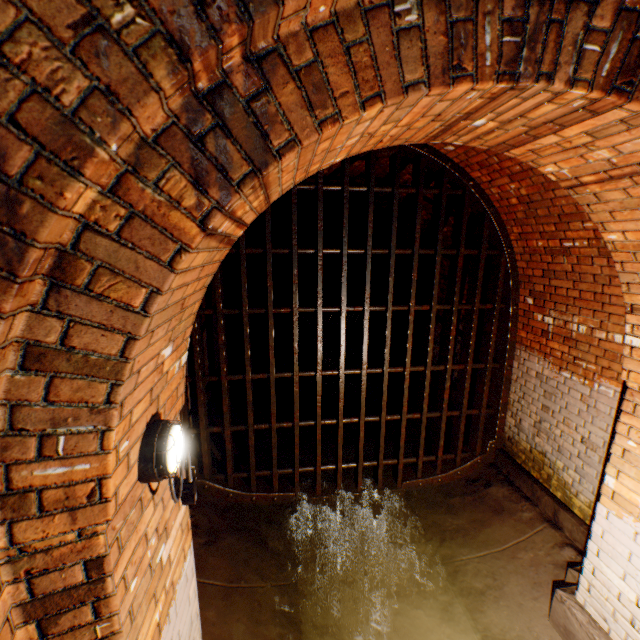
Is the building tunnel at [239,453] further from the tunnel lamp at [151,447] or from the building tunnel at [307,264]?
the building tunnel at [307,264]

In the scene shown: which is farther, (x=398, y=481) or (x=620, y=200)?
(x=398, y=481)

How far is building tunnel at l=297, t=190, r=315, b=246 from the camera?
7.4m

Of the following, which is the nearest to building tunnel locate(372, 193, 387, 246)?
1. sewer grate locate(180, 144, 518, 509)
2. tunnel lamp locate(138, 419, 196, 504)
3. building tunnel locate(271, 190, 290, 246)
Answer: sewer grate locate(180, 144, 518, 509)

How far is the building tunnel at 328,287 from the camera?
16.05m

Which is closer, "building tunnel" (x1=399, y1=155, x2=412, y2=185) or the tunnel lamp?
the tunnel lamp

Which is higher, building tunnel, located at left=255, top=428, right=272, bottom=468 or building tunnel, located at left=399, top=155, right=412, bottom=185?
building tunnel, located at left=399, top=155, right=412, bottom=185

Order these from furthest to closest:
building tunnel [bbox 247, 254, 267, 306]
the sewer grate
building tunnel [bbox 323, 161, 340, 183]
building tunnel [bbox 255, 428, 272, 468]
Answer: building tunnel [bbox 247, 254, 267, 306] < building tunnel [bbox 255, 428, 272, 468] < building tunnel [bbox 323, 161, 340, 183] < the sewer grate
